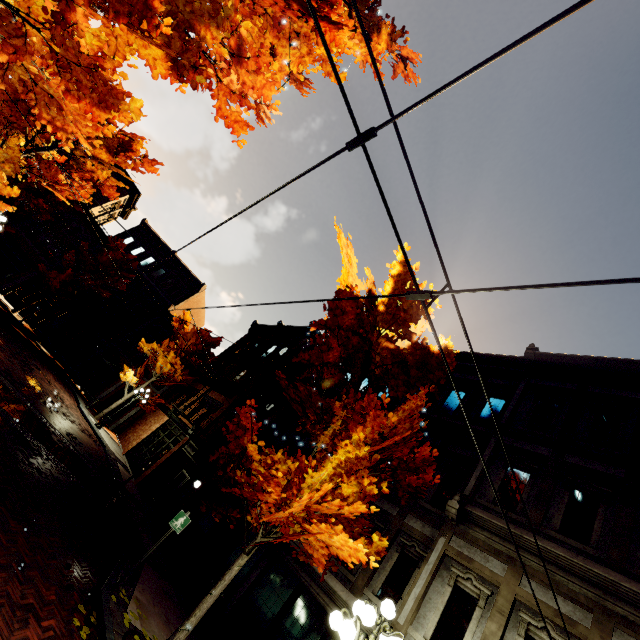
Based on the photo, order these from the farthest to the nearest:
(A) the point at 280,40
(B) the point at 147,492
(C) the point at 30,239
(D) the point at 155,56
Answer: (C) the point at 30,239 < (B) the point at 147,492 < (A) the point at 280,40 < (D) the point at 155,56

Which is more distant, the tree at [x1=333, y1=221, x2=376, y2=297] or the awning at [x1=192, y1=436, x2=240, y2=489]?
the awning at [x1=192, y1=436, x2=240, y2=489]

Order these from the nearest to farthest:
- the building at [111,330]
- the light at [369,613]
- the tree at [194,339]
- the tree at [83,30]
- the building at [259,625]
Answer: the light at [369,613] → the tree at [83,30] → the building at [259,625] → the tree at [194,339] → the building at [111,330]

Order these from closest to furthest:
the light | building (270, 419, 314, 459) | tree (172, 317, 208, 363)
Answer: the light → building (270, 419, 314, 459) → tree (172, 317, 208, 363)

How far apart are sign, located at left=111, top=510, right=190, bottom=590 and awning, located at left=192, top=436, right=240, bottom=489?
1.8m

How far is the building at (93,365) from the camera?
27.2m

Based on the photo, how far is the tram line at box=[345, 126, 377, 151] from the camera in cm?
219

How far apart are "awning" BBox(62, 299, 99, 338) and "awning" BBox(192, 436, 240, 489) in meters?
21.3
